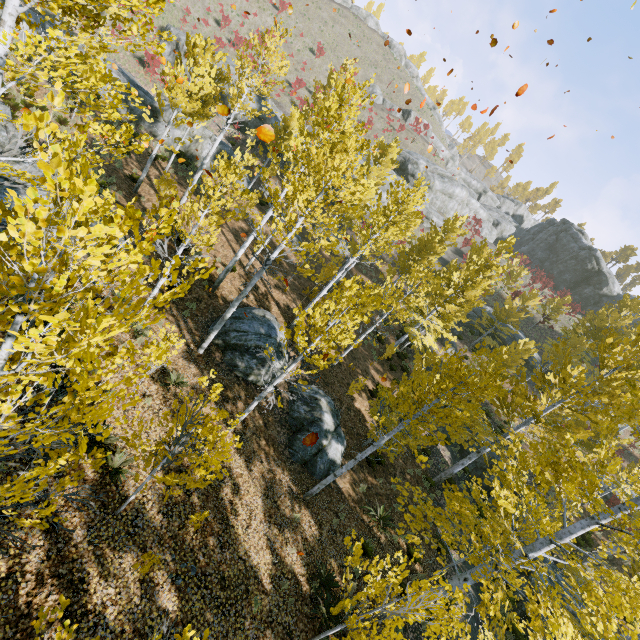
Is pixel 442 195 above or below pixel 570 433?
above

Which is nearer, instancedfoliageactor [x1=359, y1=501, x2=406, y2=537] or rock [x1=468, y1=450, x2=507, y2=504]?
instancedfoliageactor [x1=359, y1=501, x2=406, y2=537]

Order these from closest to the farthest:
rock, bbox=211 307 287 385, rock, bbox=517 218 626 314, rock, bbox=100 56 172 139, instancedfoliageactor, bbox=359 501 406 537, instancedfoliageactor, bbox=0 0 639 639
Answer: instancedfoliageactor, bbox=0 0 639 639 → instancedfoliageactor, bbox=359 501 406 537 → rock, bbox=211 307 287 385 → rock, bbox=100 56 172 139 → rock, bbox=517 218 626 314

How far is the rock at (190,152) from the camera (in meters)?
23.81

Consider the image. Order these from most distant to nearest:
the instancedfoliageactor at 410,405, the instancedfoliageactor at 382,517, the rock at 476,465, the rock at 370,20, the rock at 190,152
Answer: the rock at 370,20, the rock at 190,152, the rock at 476,465, the instancedfoliageactor at 382,517, the instancedfoliageactor at 410,405

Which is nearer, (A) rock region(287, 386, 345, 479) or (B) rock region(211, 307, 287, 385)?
(A) rock region(287, 386, 345, 479)

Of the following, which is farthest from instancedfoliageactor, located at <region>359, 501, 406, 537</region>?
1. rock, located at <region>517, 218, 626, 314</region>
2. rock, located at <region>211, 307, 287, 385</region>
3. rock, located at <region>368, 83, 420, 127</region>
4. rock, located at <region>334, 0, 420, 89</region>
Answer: rock, located at <region>368, 83, 420, 127</region>

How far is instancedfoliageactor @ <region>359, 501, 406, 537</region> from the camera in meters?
9.0
